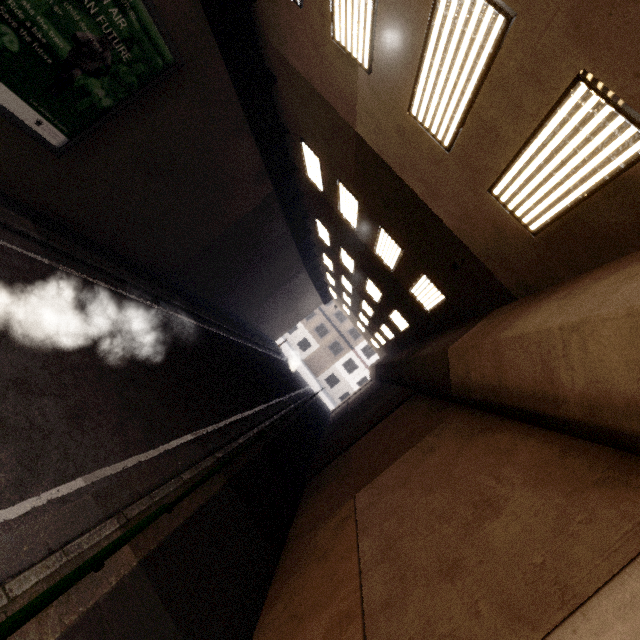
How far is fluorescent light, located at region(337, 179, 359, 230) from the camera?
9.7 meters

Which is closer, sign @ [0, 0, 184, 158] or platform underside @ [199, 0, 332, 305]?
sign @ [0, 0, 184, 158]

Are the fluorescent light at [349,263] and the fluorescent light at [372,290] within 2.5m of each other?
yes

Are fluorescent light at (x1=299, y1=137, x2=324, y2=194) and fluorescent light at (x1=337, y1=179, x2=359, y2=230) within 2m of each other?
yes

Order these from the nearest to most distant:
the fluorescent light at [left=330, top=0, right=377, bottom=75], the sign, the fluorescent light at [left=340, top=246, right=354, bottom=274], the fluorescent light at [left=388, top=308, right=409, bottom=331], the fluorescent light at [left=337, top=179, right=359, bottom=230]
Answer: the fluorescent light at [left=330, top=0, right=377, bottom=75]
the sign
the fluorescent light at [left=337, top=179, right=359, bottom=230]
the fluorescent light at [left=388, top=308, right=409, bottom=331]
the fluorescent light at [left=340, top=246, right=354, bottom=274]

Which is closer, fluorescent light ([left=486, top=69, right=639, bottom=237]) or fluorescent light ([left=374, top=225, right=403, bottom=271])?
fluorescent light ([left=486, top=69, right=639, bottom=237])

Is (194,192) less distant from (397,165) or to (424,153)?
(397,165)

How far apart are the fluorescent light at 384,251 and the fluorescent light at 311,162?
2.9m
